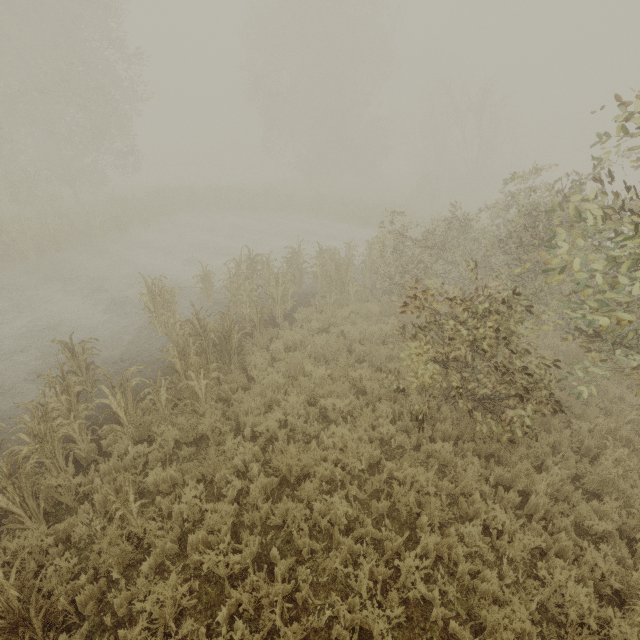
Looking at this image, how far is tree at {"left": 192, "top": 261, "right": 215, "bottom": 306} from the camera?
11.2 meters

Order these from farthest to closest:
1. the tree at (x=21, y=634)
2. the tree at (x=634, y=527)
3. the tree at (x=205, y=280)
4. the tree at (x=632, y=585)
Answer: the tree at (x=205, y=280) → the tree at (x=634, y=527) → the tree at (x=632, y=585) → the tree at (x=21, y=634)

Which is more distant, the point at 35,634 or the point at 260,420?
the point at 260,420

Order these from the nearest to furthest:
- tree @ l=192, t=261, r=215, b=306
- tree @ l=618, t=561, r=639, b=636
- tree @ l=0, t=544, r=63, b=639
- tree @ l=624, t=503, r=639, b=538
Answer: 1. tree @ l=0, t=544, r=63, b=639
2. tree @ l=618, t=561, r=639, b=636
3. tree @ l=624, t=503, r=639, b=538
4. tree @ l=192, t=261, r=215, b=306

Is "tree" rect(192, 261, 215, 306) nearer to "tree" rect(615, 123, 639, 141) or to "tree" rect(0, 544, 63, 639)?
"tree" rect(0, 544, 63, 639)

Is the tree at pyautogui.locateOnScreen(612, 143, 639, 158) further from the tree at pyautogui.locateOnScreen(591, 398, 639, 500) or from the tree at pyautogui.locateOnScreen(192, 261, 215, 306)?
the tree at pyautogui.locateOnScreen(192, 261, 215, 306)

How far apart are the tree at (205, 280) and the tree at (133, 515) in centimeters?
756cm

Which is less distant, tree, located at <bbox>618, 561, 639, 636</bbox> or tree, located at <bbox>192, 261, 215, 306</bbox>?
tree, located at <bbox>618, 561, 639, 636</bbox>
